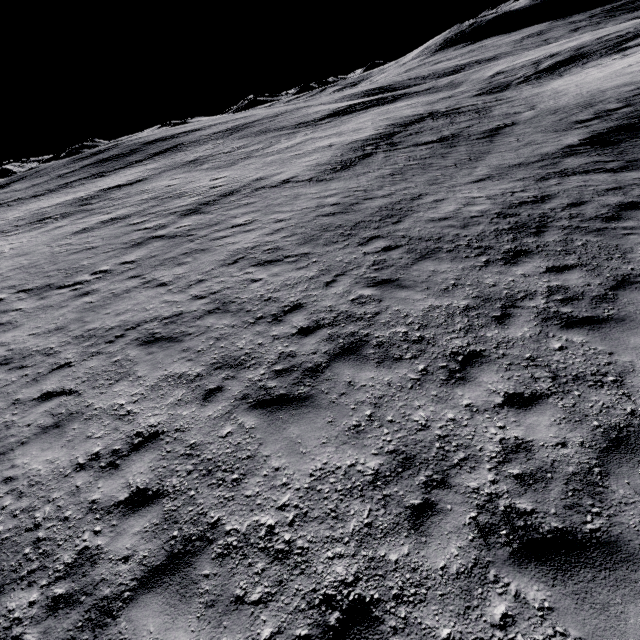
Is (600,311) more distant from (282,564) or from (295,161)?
(295,161)
